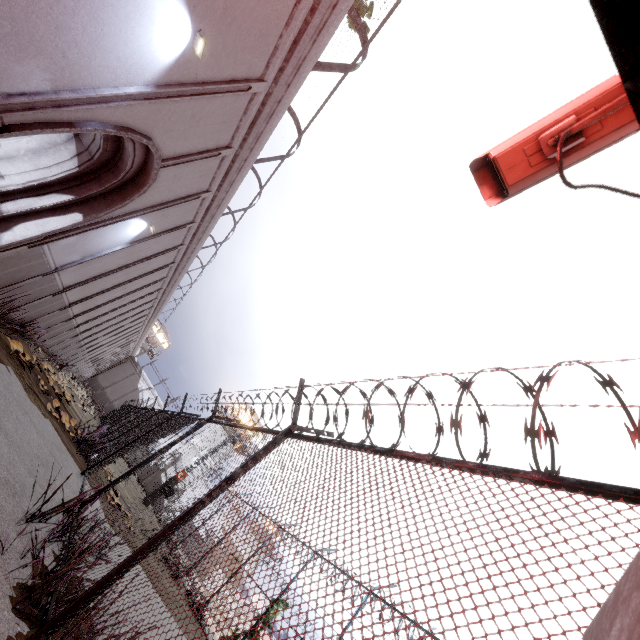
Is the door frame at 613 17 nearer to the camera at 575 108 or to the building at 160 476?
the camera at 575 108

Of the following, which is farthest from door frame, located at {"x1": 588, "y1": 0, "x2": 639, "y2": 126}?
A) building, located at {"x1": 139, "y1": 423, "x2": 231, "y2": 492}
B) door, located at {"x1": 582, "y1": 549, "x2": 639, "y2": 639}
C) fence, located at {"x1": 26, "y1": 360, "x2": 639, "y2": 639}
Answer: building, located at {"x1": 139, "y1": 423, "x2": 231, "y2": 492}

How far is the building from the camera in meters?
37.0 m

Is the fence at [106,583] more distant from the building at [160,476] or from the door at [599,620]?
the building at [160,476]

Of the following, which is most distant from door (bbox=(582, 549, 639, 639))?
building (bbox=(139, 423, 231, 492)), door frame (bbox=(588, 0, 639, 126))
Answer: building (bbox=(139, 423, 231, 492))

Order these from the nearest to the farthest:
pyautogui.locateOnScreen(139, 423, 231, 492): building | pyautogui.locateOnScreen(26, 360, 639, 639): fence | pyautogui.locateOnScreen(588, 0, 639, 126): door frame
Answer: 1. pyautogui.locateOnScreen(588, 0, 639, 126): door frame
2. pyautogui.locateOnScreen(26, 360, 639, 639): fence
3. pyautogui.locateOnScreen(139, 423, 231, 492): building

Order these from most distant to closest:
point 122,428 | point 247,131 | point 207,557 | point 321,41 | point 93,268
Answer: point 207,557 → point 122,428 → point 93,268 → point 247,131 → point 321,41
